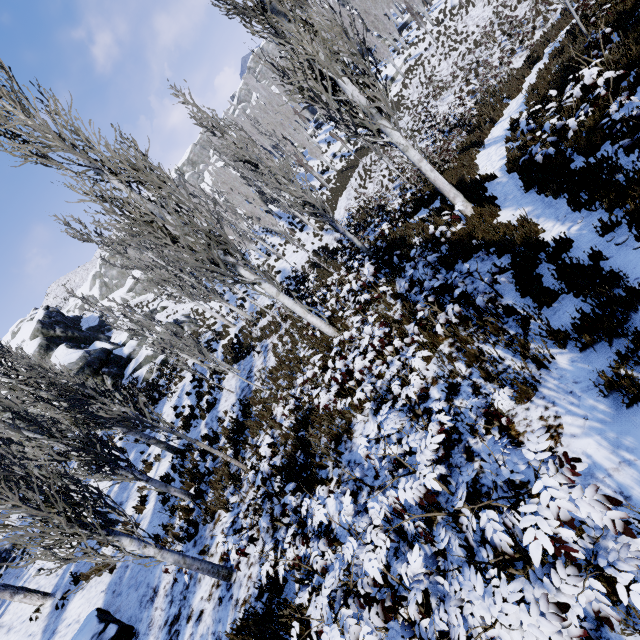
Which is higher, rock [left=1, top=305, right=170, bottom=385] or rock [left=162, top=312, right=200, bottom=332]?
rock [left=1, top=305, right=170, bottom=385]

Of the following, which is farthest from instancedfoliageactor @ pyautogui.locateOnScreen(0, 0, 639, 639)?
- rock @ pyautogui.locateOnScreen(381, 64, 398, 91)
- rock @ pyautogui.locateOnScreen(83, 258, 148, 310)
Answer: rock @ pyautogui.locateOnScreen(83, 258, 148, 310)

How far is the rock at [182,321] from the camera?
31.52m

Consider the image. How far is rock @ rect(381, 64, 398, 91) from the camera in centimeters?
3556cm

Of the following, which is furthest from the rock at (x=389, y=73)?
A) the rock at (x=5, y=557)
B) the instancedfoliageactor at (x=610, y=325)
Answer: the rock at (x=5, y=557)

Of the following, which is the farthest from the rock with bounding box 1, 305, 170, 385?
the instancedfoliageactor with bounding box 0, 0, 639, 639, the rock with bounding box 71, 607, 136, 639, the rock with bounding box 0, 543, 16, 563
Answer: the rock with bounding box 71, 607, 136, 639

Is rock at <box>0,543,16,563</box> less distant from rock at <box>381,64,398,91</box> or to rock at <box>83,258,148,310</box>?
rock at <box>83,258,148,310</box>

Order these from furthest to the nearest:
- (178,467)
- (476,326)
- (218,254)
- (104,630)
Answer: (178,467), (218,254), (104,630), (476,326)
